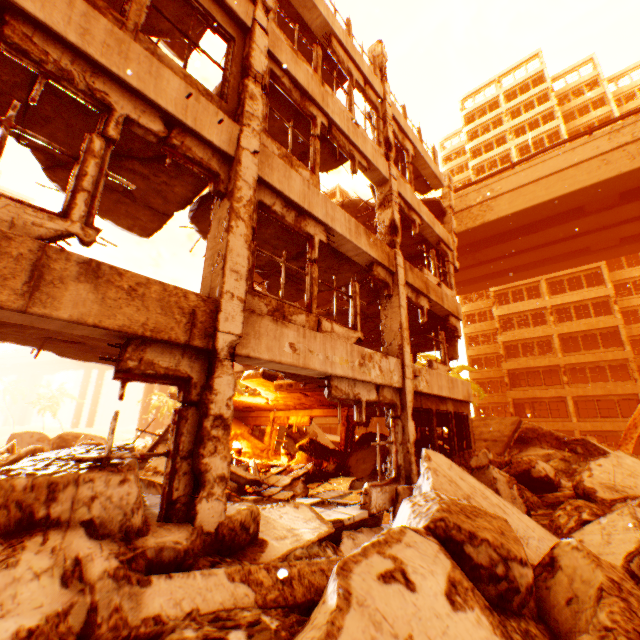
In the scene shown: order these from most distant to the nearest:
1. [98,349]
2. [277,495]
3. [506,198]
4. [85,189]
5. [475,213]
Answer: [475,213], [506,198], [277,495], [98,349], [85,189]

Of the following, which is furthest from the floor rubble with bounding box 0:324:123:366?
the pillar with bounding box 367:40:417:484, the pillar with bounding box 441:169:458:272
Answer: the pillar with bounding box 441:169:458:272

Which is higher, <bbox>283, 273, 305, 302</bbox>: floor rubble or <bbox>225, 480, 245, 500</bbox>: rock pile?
<bbox>283, 273, 305, 302</bbox>: floor rubble

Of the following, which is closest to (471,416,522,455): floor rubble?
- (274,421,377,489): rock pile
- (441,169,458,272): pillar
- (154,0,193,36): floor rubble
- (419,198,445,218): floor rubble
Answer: (274,421,377,489): rock pile

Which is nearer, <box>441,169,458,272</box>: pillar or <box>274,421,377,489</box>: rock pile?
<box>274,421,377,489</box>: rock pile

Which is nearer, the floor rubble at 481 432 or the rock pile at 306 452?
the rock pile at 306 452

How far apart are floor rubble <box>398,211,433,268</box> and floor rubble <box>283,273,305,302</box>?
2.5m

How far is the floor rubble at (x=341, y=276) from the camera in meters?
8.6
